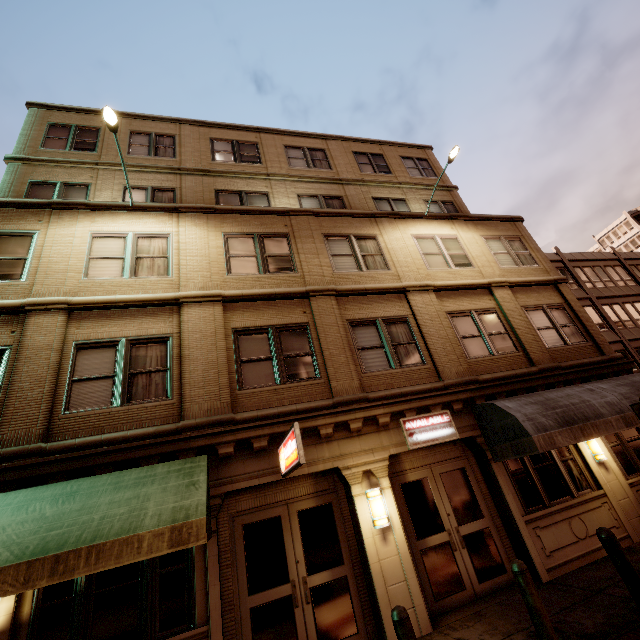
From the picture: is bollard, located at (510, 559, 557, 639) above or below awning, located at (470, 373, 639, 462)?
below

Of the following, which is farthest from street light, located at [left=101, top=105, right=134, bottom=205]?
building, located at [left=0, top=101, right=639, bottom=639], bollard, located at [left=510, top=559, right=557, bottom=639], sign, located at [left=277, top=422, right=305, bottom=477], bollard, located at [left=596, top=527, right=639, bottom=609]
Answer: bollard, located at [left=596, top=527, right=639, bottom=609]

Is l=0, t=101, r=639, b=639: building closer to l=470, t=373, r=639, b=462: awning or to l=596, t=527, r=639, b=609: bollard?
l=470, t=373, r=639, b=462: awning

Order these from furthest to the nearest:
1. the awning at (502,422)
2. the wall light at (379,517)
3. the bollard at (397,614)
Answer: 1. the awning at (502,422)
2. the wall light at (379,517)
3. the bollard at (397,614)

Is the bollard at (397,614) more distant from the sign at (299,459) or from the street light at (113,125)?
the street light at (113,125)

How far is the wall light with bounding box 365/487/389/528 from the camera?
6.9m

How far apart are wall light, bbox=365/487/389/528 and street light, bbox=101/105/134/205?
10.3 meters

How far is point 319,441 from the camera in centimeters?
762cm
